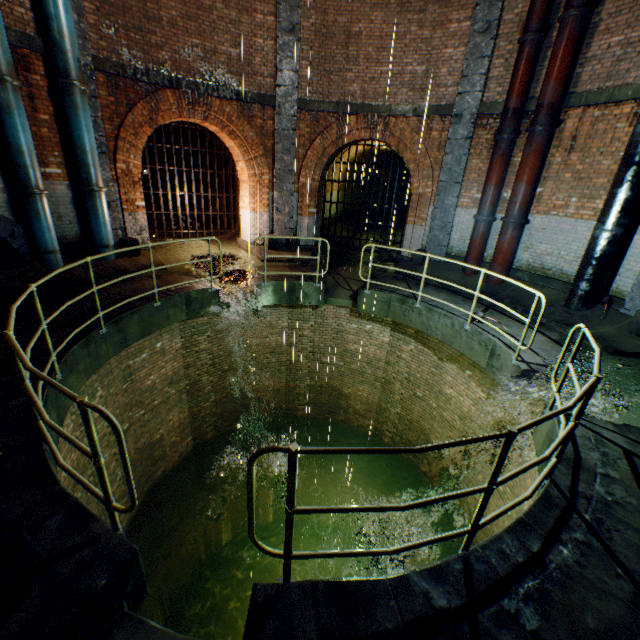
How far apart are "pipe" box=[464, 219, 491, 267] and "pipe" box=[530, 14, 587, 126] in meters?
2.3

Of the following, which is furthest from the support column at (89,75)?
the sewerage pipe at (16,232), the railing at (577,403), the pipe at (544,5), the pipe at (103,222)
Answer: the railing at (577,403)

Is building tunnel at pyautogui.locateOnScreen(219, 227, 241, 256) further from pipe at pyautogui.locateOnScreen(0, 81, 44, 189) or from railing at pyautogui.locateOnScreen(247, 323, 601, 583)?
railing at pyautogui.locateOnScreen(247, 323, 601, 583)

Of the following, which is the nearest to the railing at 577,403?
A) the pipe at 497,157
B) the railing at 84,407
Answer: the railing at 84,407

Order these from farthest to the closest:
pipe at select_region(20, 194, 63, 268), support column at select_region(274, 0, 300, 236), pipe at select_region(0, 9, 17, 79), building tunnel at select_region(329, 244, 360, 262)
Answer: building tunnel at select_region(329, 244, 360, 262)
support column at select_region(274, 0, 300, 236)
pipe at select_region(20, 194, 63, 268)
pipe at select_region(0, 9, 17, 79)

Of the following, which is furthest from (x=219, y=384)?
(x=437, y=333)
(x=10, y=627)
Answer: (x=10, y=627)

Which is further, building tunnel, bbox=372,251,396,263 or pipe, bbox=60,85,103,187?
building tunnel, bbox=372,251,396,263

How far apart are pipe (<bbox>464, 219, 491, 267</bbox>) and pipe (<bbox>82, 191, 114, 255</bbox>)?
10.06m
